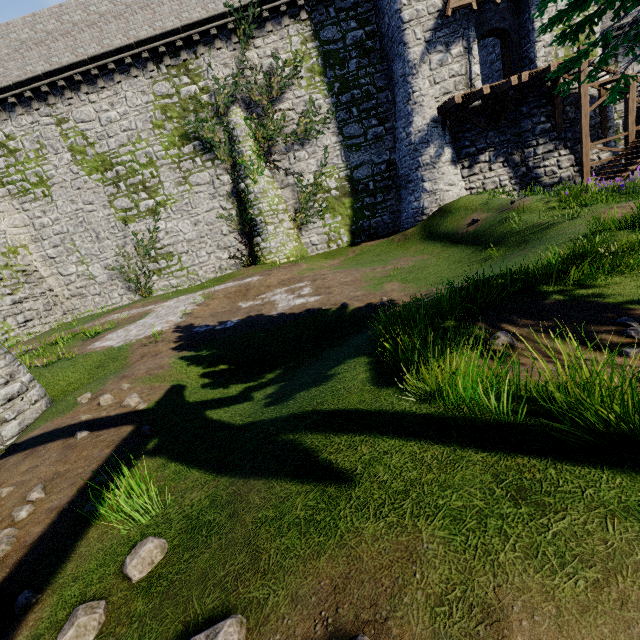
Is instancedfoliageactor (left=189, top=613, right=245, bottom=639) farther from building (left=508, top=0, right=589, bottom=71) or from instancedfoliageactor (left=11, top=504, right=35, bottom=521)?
building (left=508, top=0, right=589, bottom=71)

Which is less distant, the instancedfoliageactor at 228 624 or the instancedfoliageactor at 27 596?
the instancedfoliageactor at 228 624

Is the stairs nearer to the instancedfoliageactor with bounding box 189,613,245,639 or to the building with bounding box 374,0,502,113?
the building with bounding box 374,0,502,113

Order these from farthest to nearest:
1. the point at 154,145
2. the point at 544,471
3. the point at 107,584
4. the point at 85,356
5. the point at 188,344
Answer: the point at 154,145 < the point at 85,356 < the point at 188,344 < the point at 107,584 < the point at 544,471

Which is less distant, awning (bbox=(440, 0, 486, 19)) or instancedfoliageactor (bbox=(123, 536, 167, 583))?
instancedfoliageactor (bbox=(123, 536, 167, 583))

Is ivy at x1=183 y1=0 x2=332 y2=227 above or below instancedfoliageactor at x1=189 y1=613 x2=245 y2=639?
above

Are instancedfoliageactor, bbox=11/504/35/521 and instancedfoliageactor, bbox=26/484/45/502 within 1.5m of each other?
yes

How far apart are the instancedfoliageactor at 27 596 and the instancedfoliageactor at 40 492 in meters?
1.6 m
